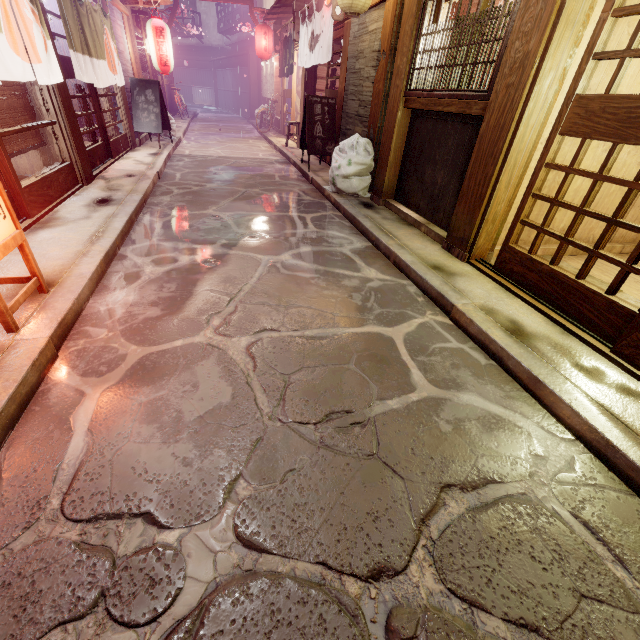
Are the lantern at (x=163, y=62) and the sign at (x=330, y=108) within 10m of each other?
yes

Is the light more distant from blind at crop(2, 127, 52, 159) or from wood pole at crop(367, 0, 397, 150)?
wood pole at crop(367, 0, 397, 150)

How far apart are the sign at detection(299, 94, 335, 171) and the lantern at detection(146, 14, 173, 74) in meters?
8.2

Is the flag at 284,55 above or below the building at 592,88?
above

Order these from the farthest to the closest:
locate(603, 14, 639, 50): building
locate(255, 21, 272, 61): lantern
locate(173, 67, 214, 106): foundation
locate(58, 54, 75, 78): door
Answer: locate(173, 67, 214, 106): foundation, locate(255, 21, 272, 61): lantern, locate(58, 54, 75, 78): door, locate(603, 14, 639, 50): building

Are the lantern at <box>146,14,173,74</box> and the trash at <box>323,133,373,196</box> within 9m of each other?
no

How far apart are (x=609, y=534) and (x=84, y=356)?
5.94m

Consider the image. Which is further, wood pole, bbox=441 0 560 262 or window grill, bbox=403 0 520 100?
window grill, bbox=403 0 520 100
